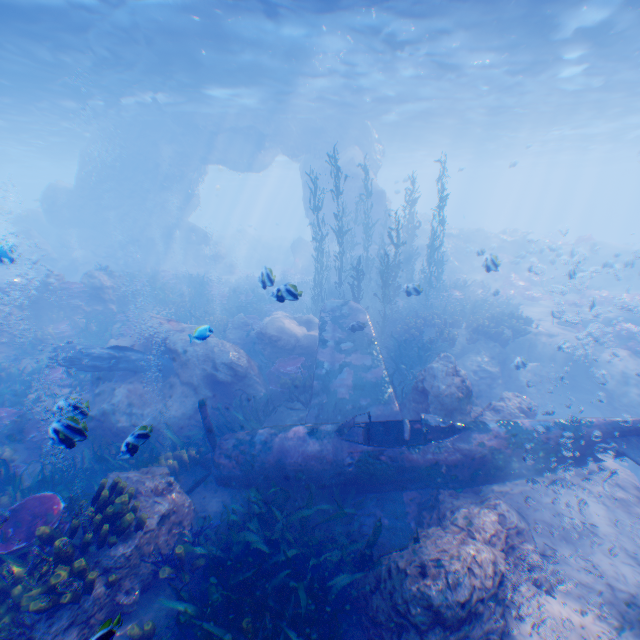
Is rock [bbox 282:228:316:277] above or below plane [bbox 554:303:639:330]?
above

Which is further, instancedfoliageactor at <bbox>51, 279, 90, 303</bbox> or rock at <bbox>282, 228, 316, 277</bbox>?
rock at <bbox>282, 228, 316, 277</bbox>

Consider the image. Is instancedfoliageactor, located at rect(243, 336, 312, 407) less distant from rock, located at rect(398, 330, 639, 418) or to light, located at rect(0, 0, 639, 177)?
rock, located at rect(398, 330, 639, 418)

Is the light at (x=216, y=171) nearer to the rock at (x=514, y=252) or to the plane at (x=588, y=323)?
the rock at (x=514, y=252)

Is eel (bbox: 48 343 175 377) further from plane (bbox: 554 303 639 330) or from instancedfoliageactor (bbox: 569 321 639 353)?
instancedfoliageactor (bbox: 569 321 639 353)

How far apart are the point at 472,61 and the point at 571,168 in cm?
5938

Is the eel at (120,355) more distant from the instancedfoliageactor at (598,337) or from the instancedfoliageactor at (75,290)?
the instancedfoliageactor at (598,337)

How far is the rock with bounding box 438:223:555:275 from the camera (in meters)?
22.03
